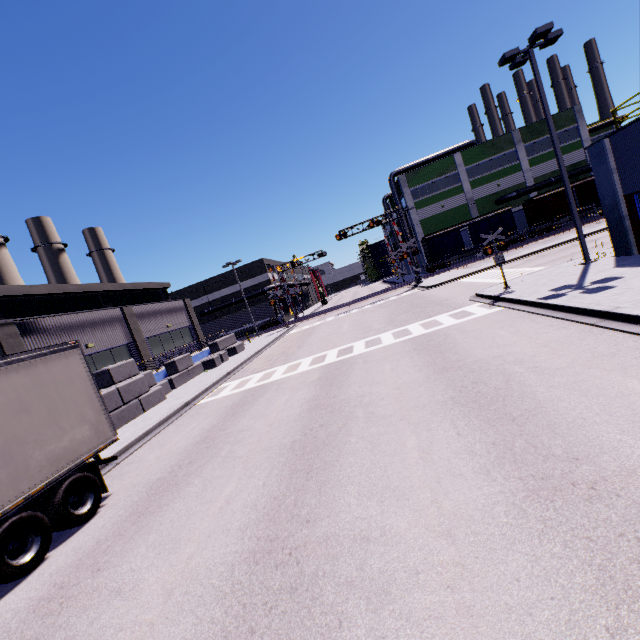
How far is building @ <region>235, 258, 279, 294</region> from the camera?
50.94m

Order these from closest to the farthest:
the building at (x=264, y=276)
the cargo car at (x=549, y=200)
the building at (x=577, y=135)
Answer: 1. the building at (x=577, y=135)
2. the cargo car at (x=549, y=200)
3. the building at (x=264, y=276)

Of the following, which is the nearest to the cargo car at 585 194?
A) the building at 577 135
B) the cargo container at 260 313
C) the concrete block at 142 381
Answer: the building at 577 135

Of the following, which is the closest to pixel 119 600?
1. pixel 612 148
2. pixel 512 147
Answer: pixel 612 148

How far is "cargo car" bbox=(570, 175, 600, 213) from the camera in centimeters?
3938cm

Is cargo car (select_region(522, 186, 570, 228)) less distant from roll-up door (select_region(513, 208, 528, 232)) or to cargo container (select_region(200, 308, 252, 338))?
roll-up door (select_region(513, 208, 528, 232))

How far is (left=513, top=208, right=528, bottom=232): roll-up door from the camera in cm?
4562
